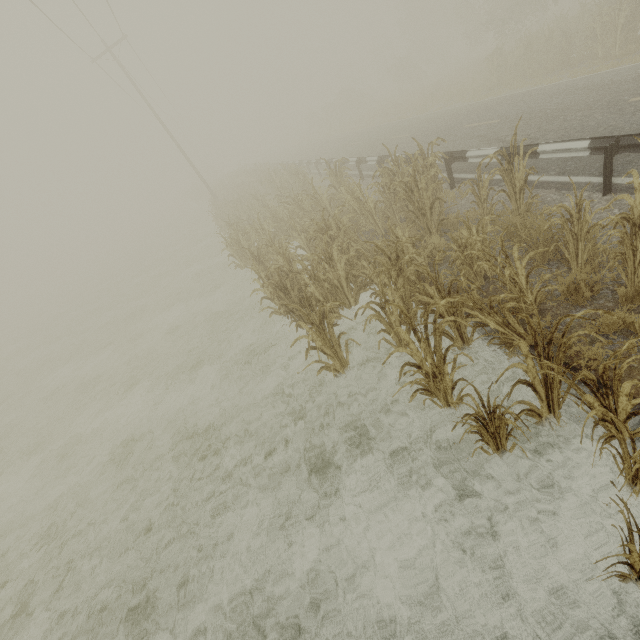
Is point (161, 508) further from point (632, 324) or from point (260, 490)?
point (632, 324)

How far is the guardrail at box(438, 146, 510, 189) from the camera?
7.56m

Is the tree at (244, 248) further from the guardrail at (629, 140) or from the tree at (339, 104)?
the tree at (339, 104)

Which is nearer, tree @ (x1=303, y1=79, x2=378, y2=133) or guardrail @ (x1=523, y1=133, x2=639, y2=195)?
guardrail @ (x1=523, y1=133, x2=639, y2=195)

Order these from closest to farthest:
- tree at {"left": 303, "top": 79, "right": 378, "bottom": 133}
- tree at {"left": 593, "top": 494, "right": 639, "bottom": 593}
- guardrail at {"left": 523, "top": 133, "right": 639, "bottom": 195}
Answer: tree at {"left": 593, "top": 494, "right": 639, "bottom": 593} → guardrail at {"left": 523, "top": 133, "right": 639, "bottom": 195} → tree at {"left": 303, "top": 79, "right": 378, "bottom": 133}

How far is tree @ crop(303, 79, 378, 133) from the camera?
40.1m

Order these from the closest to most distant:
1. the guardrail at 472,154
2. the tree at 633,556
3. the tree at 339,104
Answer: the tree at 633,556
the guardrail at 472,154
the tree at 339,104

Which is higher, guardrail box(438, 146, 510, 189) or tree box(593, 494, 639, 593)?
guardrail box(438, 146, 510, 189)
